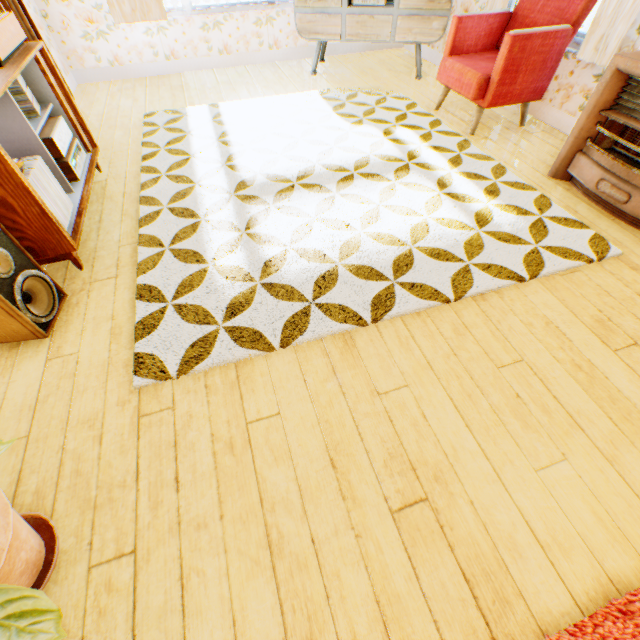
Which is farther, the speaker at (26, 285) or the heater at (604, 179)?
the heater at (604, 179)

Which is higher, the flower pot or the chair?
the chair

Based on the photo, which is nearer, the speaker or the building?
the building

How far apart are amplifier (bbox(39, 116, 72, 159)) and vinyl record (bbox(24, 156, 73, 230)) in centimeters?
34cm

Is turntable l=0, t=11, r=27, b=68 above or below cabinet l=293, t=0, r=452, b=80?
above

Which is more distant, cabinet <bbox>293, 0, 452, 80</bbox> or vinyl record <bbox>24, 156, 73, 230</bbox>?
cabinet <bbox>293, 0, 452, 80</bbox>

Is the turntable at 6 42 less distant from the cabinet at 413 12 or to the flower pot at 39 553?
the flower pot at 39 553

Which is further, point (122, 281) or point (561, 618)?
point (122, 281)
